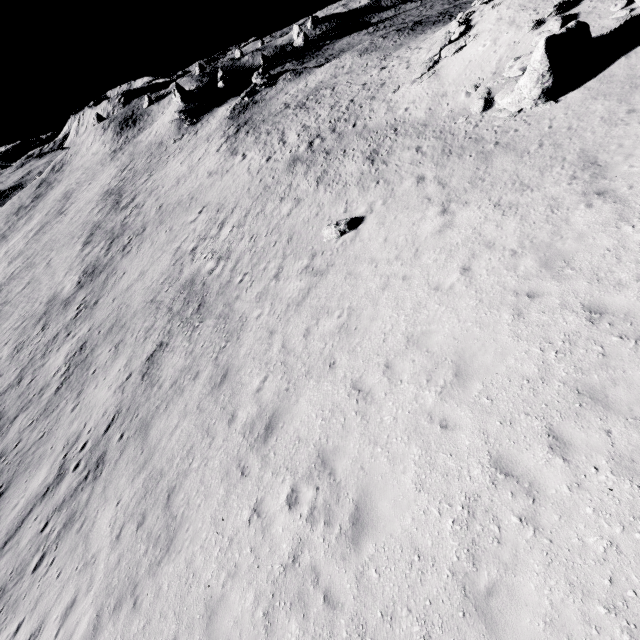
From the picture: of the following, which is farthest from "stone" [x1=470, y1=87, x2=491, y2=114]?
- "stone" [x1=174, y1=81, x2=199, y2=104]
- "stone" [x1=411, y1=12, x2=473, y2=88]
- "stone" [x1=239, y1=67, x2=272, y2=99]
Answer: "stone" [x1=174, y1=81, x2=199, y2=104]

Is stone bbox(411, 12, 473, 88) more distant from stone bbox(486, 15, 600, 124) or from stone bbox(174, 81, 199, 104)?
stone bbox(174, 81, 199, 104)

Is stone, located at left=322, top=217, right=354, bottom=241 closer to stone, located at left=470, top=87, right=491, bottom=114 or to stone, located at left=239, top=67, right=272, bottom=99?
stone, located at left=470, top=87, right=491, bottom=114

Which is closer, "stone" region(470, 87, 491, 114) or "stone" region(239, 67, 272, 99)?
"stone" region(470, 87, 491, 114)

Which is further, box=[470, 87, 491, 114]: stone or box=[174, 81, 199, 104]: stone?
box=[174, 81, 199, 104]: stone

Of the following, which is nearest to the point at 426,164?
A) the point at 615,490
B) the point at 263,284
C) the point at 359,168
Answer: the point at 359,168

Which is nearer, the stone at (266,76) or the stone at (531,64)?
the stone at (531,64)

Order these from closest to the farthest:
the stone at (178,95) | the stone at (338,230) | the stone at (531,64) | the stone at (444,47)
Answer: the stone at (531,64), the stone at (338,230), the stone at (444,47), the stone at (178,95)
